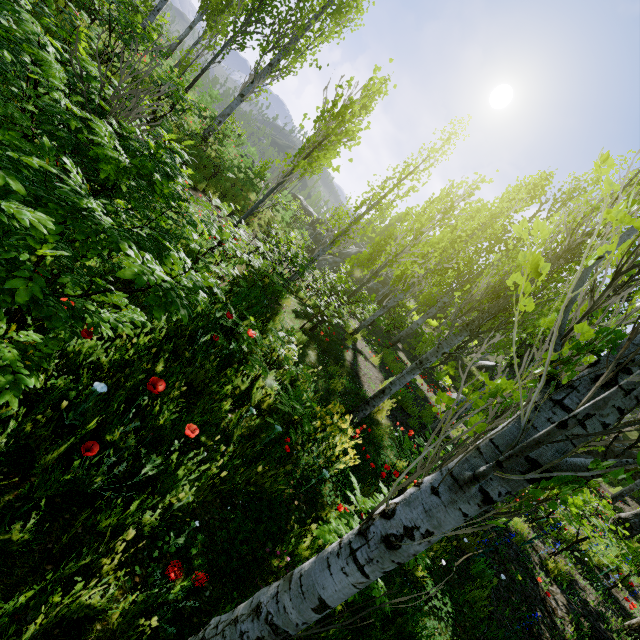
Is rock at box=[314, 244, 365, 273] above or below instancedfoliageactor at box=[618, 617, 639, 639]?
below

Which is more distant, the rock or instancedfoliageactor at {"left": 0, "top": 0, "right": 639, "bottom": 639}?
the rock

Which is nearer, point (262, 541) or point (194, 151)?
point (262, 541)

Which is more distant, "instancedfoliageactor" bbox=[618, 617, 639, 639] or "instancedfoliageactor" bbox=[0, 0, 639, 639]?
"instancedfoliageactor" bbox=[618, 617, 639, 639]

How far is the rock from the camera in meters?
29.5 m

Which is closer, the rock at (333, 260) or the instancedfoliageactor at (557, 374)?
the instancedfoliageactor at (557, 374)

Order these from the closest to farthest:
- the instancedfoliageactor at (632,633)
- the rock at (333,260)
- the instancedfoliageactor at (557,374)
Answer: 1. the instancedfoliageactor at (557,374)
2. the instancedfoliageactor at (632,633)
3. the rock at (333,260)

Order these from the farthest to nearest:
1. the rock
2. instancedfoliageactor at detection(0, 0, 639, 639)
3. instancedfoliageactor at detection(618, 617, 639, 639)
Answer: the rock → instancedfoliageactor at detection(618, 617, 639, 639) → instancedfoliageactor at detection(0, 0, 639, 639)
